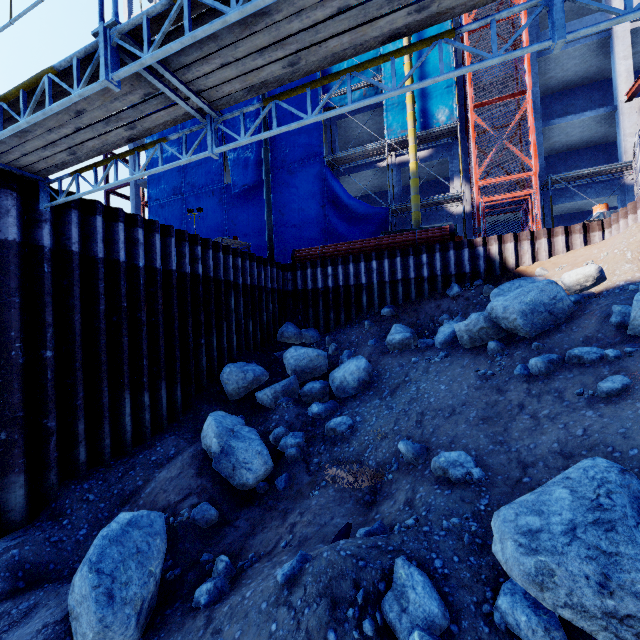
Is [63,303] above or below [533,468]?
above

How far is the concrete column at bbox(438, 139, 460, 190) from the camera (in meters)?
19.38

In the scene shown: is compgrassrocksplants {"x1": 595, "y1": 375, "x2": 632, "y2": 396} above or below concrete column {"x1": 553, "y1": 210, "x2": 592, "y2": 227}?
below

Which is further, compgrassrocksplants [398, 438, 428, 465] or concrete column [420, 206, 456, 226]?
concrete column [420, 206, 456, 226]

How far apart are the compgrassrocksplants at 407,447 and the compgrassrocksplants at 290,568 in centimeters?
226cm

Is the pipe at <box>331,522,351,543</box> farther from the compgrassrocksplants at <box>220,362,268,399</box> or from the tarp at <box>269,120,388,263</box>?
the tarp at <box>269,120,388,263</box>

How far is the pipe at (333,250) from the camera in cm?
1262

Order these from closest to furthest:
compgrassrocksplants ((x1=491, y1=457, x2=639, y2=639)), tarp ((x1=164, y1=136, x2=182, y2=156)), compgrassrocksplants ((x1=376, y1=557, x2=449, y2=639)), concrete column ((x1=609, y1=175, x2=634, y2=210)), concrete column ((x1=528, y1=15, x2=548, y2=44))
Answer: compgrassrocksplants ((x1=491, y1=457, x2=639, y2=639)) < compgrassrocksplants ((x1=376, y1=557, x2=449, y2=639)) < concrete column ((x1=609, y1=175, x2=634, y2=210)) < concrete column ((x1=528, y1=15, x2=548, y2=44)) < tarp ((x1=164, y1=136, x2=182, y2=156))
